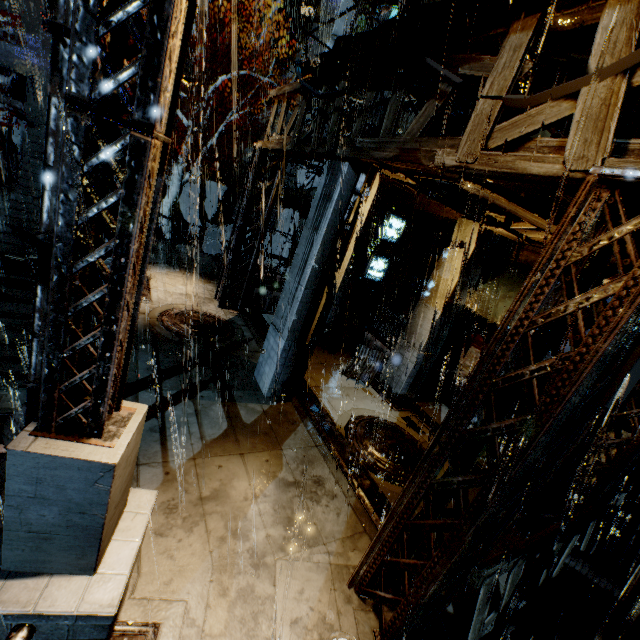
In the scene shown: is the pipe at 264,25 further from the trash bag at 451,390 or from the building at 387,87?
the trash bag at 451,390

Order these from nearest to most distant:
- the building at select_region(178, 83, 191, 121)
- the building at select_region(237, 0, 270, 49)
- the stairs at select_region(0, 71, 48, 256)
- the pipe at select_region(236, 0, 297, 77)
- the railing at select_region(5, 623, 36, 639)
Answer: the railing at select_region(5, 623, 36, 639), the stairs at select_region(0, 71, 48, 256), the building at select_region(178, 83, 191, 121), the pipe at select_region(236, 0, 297, 77), the building at select_region(237, 0, 270, 49)

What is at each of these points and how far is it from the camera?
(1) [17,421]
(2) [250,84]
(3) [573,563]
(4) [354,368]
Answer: (1) pipe, 7.82m
(2) pipe, 26.38m
(3) building, 6.33m
(4) sm, 11.61m

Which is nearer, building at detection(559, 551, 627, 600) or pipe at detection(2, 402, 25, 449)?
building at detection(559, 551, 627, 600)

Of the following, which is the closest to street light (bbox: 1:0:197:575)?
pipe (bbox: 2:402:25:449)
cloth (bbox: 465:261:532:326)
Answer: pipe (bbox: 2:402:25:449)

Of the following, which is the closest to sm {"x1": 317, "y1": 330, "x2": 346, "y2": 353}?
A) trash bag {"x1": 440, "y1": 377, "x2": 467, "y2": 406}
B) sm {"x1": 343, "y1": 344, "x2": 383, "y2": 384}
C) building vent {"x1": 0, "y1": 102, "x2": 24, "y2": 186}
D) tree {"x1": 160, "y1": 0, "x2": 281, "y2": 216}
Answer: sm {"x1": 343, "y1": 344, "x2": 383, "y2": 384}

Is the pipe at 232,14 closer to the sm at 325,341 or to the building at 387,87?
the building at 387,87

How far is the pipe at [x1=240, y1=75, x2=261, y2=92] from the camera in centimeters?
2592cm
